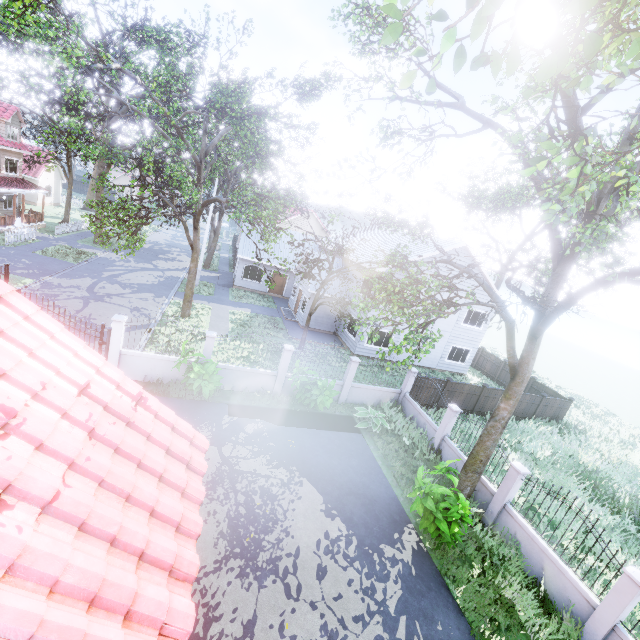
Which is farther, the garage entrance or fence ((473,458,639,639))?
the garage entrance

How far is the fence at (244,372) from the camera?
13.8 meters

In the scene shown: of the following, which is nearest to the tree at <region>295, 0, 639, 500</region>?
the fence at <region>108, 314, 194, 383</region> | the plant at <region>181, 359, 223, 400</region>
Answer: the fence at <region>108, 314, 194, 383</region>

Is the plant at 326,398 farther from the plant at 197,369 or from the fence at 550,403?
the plant at 197,369

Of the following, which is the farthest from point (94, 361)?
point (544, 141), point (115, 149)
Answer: point (115, 149)

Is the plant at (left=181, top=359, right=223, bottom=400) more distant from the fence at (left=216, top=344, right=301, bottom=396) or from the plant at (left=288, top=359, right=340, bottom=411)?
the plant at (left=288, top=359, right=340, bottom=411)

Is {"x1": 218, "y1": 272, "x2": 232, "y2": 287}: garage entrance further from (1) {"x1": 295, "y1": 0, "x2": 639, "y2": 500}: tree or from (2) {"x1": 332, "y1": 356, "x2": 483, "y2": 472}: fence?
(2) {"x1": 332, "y1": 356, "x2": 483, "y2": 472}: fence
